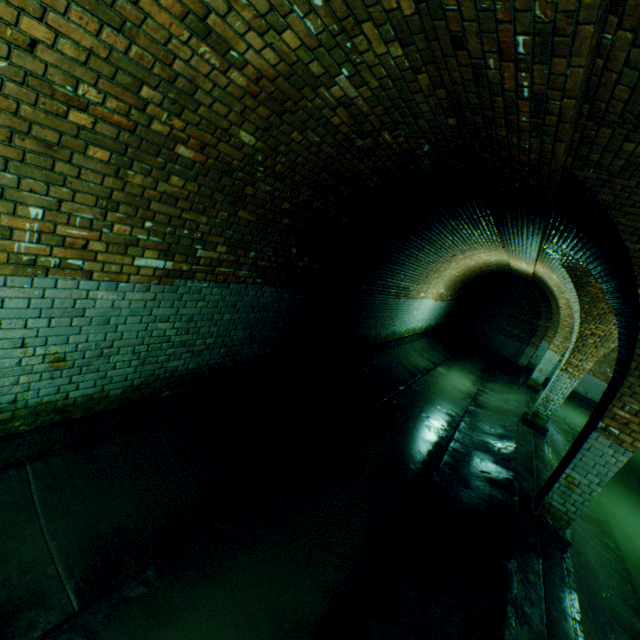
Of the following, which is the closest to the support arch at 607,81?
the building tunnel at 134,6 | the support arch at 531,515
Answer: the building tunnel at 134,6

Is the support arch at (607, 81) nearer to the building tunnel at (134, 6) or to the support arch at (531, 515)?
the building tunnel at (134, 6)

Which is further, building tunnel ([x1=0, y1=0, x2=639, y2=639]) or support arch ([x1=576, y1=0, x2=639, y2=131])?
building tunnel ([x1=0, y1=0, x2=639, y2=639])

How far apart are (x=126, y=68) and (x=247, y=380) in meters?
4.2 m

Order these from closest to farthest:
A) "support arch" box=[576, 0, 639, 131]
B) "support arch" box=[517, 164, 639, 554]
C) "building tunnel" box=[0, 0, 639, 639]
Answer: "support arch" box=[576, 0, 639, 131]
"building tunnel" box=[0, 0, 639, 639]
"support arch" box=[517, 164, 639, 554]

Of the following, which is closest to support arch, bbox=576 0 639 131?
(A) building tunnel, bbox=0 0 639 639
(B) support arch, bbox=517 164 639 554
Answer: (A) building tunnel, bbox=0 0 639 639

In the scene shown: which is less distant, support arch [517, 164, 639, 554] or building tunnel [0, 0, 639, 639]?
building tunnel [0, 0, 639, 639]

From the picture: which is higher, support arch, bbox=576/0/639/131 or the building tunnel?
support arch, bbox=576/0/639/131
